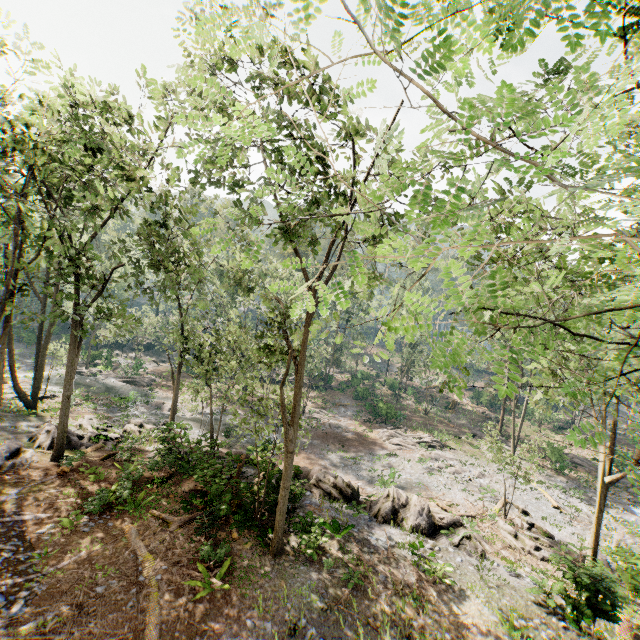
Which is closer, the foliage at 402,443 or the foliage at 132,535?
the foliage at 132,535

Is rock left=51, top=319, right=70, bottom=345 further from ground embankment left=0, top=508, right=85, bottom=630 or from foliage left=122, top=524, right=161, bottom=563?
ground embankment left=0, top=508, right=85, bottom=630

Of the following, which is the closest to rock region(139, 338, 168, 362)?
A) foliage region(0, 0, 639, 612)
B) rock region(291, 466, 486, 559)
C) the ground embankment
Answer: foliage region(0, 0, 639, 612)

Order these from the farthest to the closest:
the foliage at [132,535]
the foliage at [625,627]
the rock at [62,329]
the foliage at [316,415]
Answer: the rock at [62,329] < the foliage at [316,415] < the foliage at [132,535] < the foliage at [625,627]

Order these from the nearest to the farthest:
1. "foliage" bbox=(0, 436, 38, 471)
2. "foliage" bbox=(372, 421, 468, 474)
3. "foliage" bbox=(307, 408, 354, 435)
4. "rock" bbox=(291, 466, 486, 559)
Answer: "foliage" bbox=(0, 436, 38, 471)
"rock" bbox=(291, 466, 486, 559)
"foliage" bbox=(372, 421, 468, 474)
"foliage" bbox=(307, 408, 354, 435)

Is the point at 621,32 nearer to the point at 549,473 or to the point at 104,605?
the point at 104,605

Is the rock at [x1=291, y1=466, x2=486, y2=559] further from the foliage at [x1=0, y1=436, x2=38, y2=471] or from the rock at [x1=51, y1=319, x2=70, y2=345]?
the rock at [x1=51, y1=319, x2=70, y2=345]
